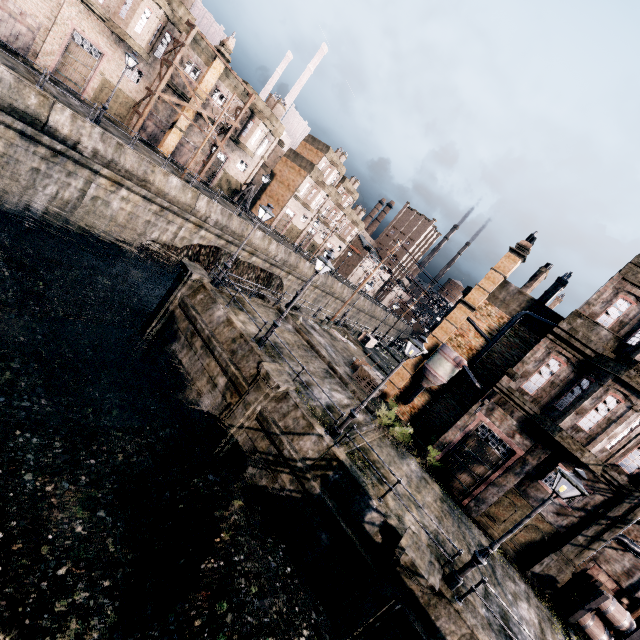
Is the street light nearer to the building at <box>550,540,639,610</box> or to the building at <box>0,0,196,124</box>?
the building at <box>550,540,639,610</box>

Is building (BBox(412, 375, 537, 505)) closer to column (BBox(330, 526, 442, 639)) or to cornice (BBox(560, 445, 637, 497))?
cornice (BBox(560, 445, 637, 497))

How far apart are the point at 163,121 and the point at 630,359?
44.5m

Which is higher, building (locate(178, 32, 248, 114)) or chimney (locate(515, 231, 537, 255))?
chimney (locate(515, 231, 537, 255))

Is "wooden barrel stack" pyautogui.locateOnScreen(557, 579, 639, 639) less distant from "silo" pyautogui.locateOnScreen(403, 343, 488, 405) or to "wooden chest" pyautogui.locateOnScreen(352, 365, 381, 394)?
"silo" pyautogui.locateOnScreen(403, 343, 488, 405)

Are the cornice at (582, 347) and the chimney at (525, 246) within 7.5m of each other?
yes

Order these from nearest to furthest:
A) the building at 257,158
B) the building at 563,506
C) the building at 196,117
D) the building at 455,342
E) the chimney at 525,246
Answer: the building at 563,506, the chimney at 525,246, the building at 455,342, the building at 196,117, the building at 257,158

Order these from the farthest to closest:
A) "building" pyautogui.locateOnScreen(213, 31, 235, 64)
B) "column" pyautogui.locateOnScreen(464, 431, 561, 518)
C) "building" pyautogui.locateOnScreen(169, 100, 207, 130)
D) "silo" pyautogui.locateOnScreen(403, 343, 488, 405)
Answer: "building" pyautogui.locateOnScreen(169, 100, 207, 130) < "building" pyautogui.locateOnScreen(213, 31, 235, 64) < "silo" pyautogui.locateOnScreen(403, 343, 488, 405) < "column" pyautogui.locateOnScreen(464, 431, 561, 518)
